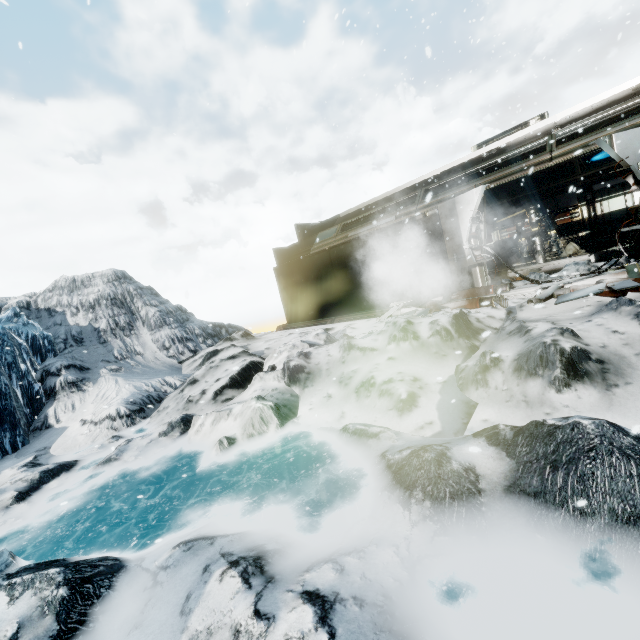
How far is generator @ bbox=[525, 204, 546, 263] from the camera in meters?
13.5

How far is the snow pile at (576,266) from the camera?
7.8 meters

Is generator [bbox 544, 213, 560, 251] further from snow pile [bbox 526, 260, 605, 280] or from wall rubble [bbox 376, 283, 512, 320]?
wall rubble [bbox 376, 283, 512, 320]

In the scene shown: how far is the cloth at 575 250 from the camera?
12.7 meters

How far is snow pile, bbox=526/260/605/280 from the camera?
7.85m

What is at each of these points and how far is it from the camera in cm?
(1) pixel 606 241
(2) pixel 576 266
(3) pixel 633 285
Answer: (1) crate, 1251
(2) snow pile, 811
(3) wall rubble, 556

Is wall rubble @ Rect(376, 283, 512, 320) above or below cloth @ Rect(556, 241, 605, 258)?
below

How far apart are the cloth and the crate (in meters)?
0.02
